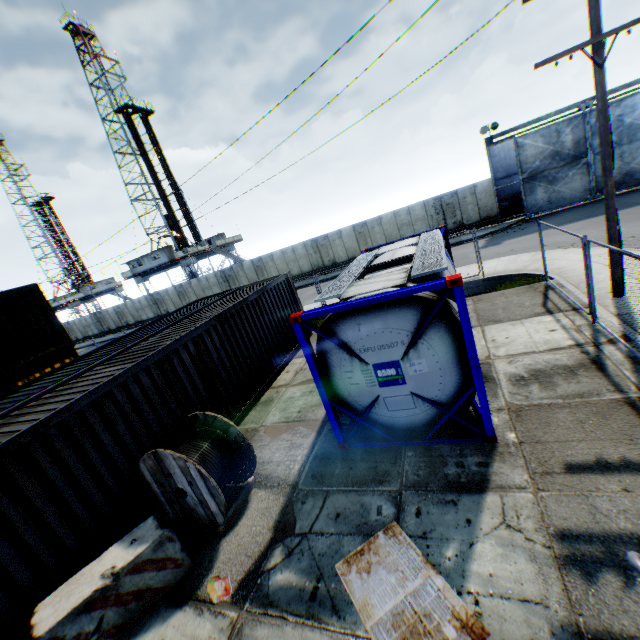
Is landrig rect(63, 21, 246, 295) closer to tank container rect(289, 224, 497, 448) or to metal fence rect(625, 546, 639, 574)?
tank container rect(289, 224, 497, 448)

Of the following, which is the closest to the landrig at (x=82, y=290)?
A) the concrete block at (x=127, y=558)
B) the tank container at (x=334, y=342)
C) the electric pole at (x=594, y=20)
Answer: the tank container at (x=334, y=342)

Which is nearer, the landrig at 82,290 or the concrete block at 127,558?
the concrete block at 127,558

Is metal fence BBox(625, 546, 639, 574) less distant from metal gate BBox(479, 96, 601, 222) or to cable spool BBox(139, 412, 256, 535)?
cable spool BBox(139, 412, 256, 535)

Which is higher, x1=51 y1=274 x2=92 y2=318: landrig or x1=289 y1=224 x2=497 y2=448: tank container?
x1=51 y1=274 x2=92 y2=318: landrig

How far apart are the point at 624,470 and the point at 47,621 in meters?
7.9

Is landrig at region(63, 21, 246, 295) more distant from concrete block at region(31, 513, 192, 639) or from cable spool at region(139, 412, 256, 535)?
concrete block at region(31, 513, 192, 639)

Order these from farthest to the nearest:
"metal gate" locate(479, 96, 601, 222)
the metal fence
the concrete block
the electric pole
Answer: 1. "metal gate" locate(479, 96, 601, 222)
2. the electric pole
3. the concrete block
4. the metal fence
